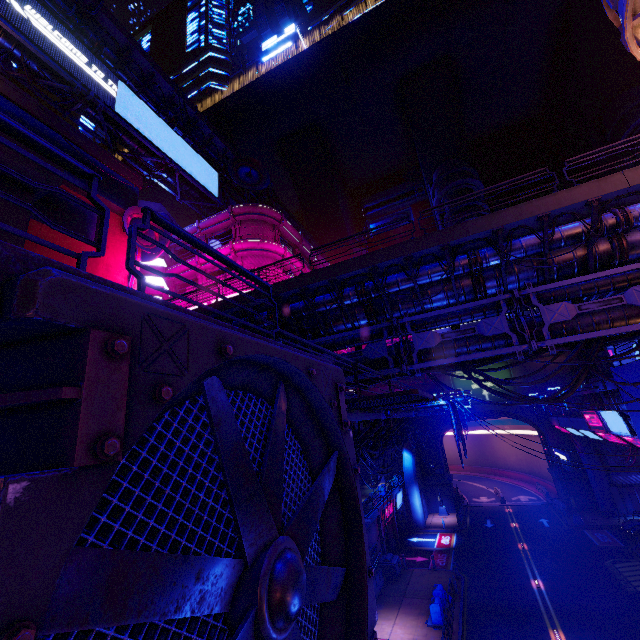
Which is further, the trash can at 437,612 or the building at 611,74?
the building at 611,74

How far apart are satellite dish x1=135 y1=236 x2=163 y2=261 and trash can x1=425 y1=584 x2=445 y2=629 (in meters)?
30.65

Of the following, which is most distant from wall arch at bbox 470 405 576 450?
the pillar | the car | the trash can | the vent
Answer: the vent

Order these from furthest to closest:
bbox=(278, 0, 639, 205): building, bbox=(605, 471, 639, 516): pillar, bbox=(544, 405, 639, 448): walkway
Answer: bbox=(278, 0, 639, 205): building, bbox=(605, 471, 639, 516): pillar, bbox=(544, 405, 639, 448): walkway

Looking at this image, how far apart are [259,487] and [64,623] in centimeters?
141cm

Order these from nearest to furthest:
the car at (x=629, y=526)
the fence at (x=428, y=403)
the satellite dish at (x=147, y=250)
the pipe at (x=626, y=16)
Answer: the fence at (x=428, y=403)
the pipe at (x=626, y=16)
the satellite dish at (x=147, y=250)
the car at (x=629, y=526)

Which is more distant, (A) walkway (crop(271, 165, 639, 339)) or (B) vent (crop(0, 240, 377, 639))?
(A) walkway (crop(271, 165, 639, 339))

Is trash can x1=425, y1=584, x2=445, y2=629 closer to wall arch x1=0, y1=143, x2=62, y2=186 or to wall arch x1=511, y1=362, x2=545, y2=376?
wall arch x1=0, y1=143, x2=62, y2=186
